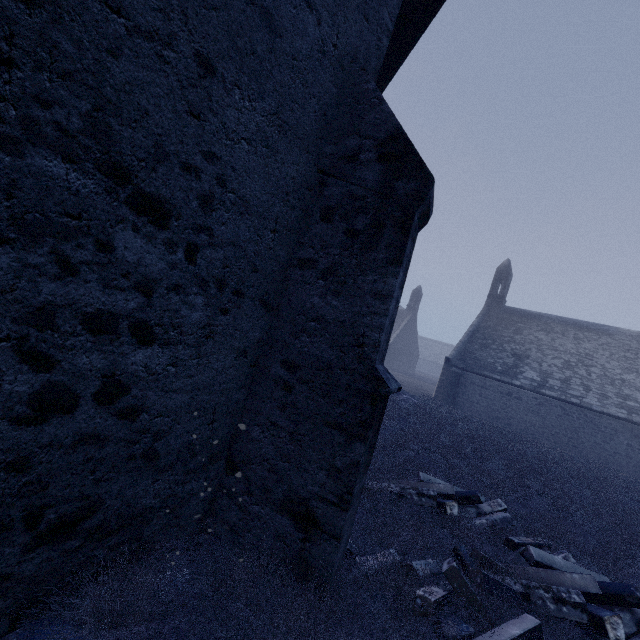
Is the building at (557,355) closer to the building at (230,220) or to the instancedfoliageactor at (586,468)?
the building at (230,220)

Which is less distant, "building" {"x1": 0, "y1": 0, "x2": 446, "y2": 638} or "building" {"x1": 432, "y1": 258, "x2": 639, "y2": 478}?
"building" {"x1": 0, "y1": 0, "x2": 446, "y2": 638}

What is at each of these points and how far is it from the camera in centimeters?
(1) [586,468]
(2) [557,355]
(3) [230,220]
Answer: (1) instancedfoliageactor, 1309cm
(2) building, 2195cm
(3) building, 250cm

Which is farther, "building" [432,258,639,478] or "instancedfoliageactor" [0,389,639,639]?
"building" [432,258,639,478]

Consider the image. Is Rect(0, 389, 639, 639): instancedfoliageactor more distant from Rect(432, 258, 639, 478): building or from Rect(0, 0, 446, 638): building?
Rect(432, 258, 639, 478): building

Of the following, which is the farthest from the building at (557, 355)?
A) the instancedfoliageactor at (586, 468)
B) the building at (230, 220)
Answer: the instancedfoliageactor at (586, 468)

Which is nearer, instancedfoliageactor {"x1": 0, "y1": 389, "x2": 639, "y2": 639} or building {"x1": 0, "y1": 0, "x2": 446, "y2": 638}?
building {"x1": 0, "y1": 0, "x2": 446, "y2": 638}
